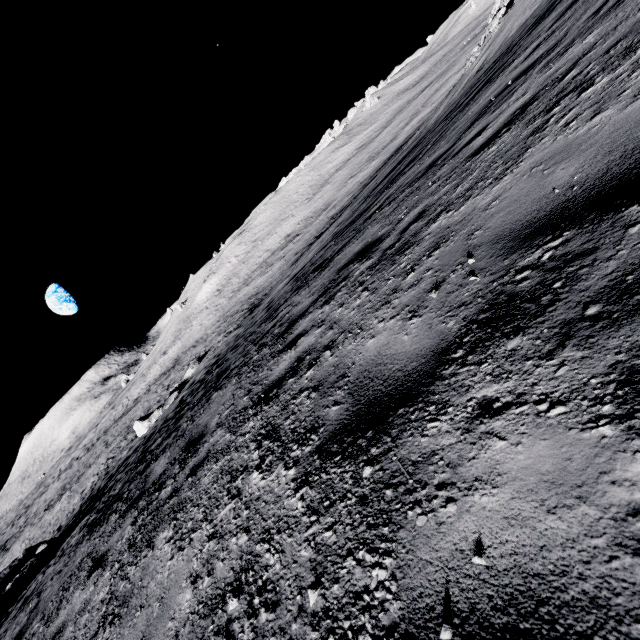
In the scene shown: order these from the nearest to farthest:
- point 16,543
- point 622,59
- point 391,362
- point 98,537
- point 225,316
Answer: point 391,362 < point 622,59 < point 98,537 < point 16,543 < point 225,316

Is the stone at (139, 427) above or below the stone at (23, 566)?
below

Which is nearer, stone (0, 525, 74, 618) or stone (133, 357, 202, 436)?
stone (0, 525, 74, 618)

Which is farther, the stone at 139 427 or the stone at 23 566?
the stone at 139 427

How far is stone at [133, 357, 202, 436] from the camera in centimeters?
2473cm

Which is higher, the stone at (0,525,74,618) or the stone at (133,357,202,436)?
the stone at (0,525,74,618)
